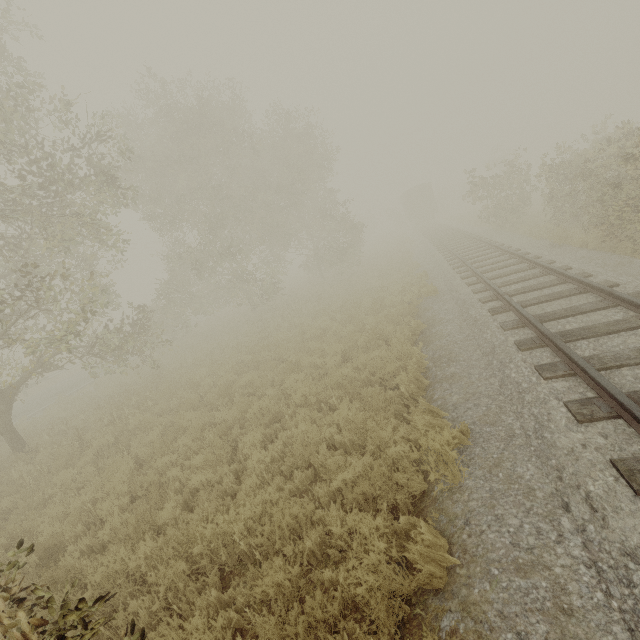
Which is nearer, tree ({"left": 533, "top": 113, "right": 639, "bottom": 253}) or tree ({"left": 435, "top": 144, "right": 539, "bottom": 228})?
tree ({"left": 533, "top": 113, "right": 639, "bottom": 253})

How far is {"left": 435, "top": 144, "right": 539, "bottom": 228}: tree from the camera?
18.2 meters

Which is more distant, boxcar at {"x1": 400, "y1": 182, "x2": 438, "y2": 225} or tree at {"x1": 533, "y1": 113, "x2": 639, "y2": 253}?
boxcar at {"x1": 400, "y1": 182, "x2": 438, "y2": 225}

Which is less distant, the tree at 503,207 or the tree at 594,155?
the tree at 594,155

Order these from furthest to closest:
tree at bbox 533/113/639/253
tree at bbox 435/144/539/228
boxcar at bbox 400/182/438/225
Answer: boxcar at bbox 400/182/438/225, tree at bbox 435/144/539/228, tree at bbox 533/113/639/253

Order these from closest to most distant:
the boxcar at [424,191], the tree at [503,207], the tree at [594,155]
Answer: the tree at [594,155] → the tree at [503,207] → the boxcar at [424,191]

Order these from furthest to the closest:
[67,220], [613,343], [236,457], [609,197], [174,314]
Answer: Result: [174,314] < [609,197] < [67,220] < [236,457] < [613,343]
